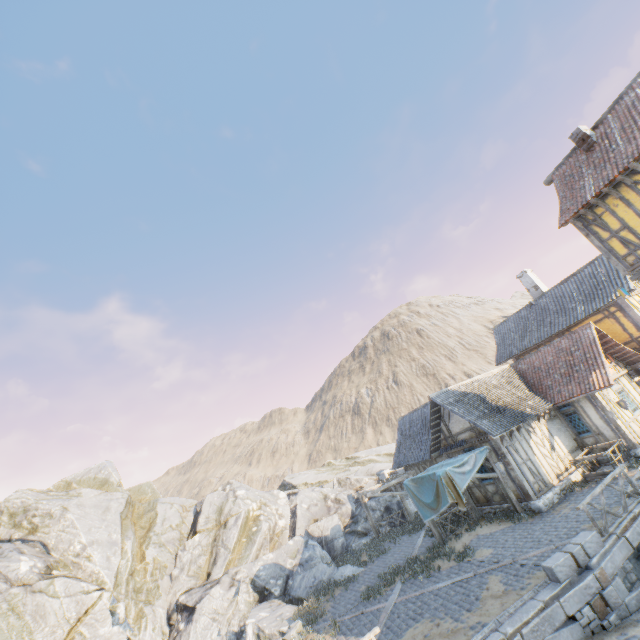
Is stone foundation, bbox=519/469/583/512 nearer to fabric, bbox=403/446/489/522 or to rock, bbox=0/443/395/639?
rock, bbox=0/443/395/639

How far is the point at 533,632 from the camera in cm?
778

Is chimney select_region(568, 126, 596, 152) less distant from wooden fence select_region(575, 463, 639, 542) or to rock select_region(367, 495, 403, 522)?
wooden fence select_region(575, 463, 639, 542)

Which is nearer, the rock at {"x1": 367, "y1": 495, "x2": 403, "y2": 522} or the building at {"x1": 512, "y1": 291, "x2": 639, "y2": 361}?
the building at {"x1": 512, "y1": 291, "x2": 639, "y2": 361}

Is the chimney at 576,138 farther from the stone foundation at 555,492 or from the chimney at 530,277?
the stone foundation at 555,492

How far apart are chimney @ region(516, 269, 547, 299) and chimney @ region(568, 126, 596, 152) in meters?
12.4 m

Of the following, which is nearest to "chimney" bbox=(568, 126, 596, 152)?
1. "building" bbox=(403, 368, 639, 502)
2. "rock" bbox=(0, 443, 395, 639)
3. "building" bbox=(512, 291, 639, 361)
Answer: "building" bbox=(512, 291, 639, 361)

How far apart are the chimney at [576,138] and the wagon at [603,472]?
12.9 meters
